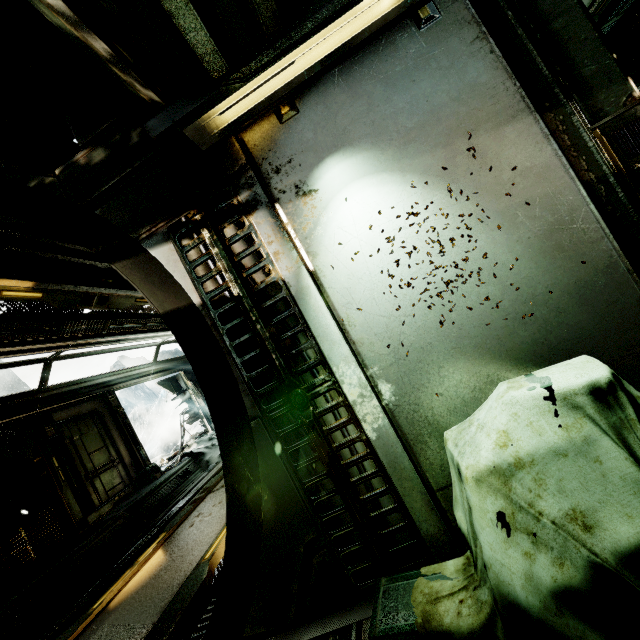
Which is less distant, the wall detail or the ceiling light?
the ceiling light

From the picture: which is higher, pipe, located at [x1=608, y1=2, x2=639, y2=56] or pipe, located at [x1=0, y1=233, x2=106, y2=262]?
pipe, located at [x1=0, y1=233, x2=106, y2=262]

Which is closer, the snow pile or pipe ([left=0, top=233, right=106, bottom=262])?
pipe ([left=0, top=233, right=106, bottom=262])

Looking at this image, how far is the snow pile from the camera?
8.9m

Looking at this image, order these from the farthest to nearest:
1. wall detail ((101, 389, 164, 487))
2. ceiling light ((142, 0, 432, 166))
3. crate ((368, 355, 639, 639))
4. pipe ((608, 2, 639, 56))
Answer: wall detail ((101, 389, 164, 487)), pipe ((608, 2, 639, 56)), ceiling light ((142, 0, 432, 166)), crate ((368, 355, 639, 639))

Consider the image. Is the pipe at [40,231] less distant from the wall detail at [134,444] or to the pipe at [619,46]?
the wall detail at [134,444]

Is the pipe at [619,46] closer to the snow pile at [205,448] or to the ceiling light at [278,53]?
the ceiling light at [278,53]

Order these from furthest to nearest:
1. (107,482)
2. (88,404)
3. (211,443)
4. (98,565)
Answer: (211,443)
(88,404)
(107,482)
(98,565)
